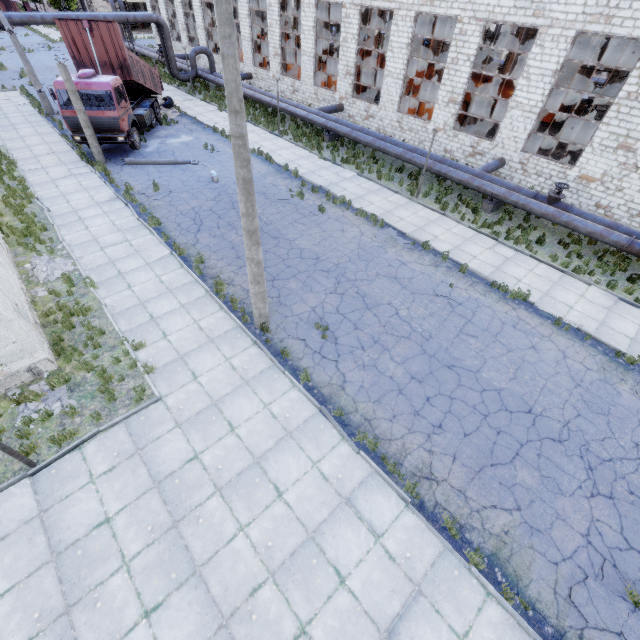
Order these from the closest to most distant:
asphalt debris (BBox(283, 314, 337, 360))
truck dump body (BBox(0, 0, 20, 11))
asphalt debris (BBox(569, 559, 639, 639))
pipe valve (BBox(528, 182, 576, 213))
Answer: asphalt debris (BBox(569, 559, 639, 639))
asphalt debris (BBox(283, 314, 337, 360))
pipe valve (BBox(528, 182, 576, 213))
truck dump body (BBox(0, 0, 20, 11))

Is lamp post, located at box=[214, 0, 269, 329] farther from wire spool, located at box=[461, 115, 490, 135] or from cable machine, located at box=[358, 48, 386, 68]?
cable machine, located at box=[358, 48, 386, 68]

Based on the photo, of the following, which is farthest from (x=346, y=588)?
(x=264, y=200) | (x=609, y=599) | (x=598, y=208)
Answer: (x=598, y=208)

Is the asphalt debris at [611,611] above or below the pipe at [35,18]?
below

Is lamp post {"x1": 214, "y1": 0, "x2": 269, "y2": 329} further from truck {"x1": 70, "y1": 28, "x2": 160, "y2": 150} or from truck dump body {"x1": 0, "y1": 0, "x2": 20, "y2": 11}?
truck dump body {"x1": 0, "y1": 0, "x2": 20, "y2": 11}

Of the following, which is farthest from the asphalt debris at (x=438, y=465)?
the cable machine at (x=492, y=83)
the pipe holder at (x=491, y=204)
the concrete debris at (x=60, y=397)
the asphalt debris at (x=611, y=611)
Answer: the cable machine at (x=492, y=83)

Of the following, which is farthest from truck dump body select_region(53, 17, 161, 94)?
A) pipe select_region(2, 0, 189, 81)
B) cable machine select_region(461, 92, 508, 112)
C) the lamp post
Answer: cable machine select_region(461, 92, 508, 112)

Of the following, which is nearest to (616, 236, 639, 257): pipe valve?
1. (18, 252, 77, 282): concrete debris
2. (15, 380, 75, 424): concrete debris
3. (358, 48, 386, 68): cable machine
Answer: (15, 380, 75, 424): concrete debris
